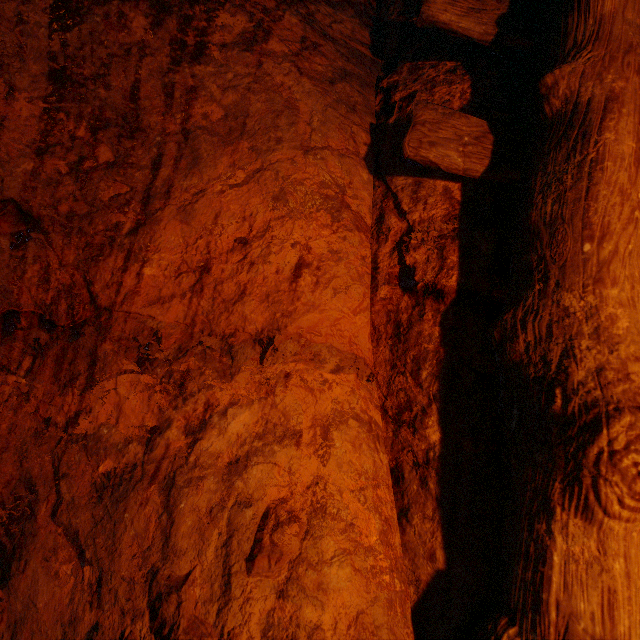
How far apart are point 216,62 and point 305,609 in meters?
2.2
